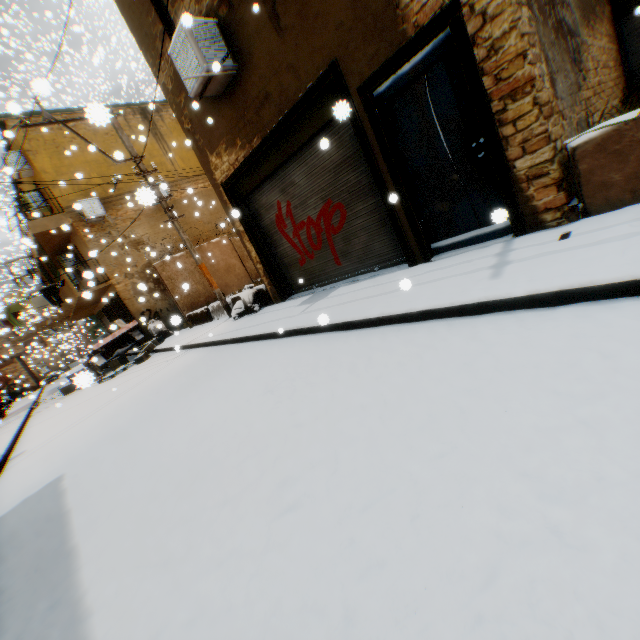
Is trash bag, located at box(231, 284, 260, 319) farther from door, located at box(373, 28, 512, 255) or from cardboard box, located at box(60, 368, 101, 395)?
door, located at box(373, 28, 512, 255)

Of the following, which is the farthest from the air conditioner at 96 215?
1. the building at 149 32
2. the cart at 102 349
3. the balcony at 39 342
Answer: the balcony at 39 342

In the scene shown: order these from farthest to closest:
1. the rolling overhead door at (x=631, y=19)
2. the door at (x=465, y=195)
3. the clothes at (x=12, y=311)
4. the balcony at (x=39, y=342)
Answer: the balcony at (x=39, y=342) → the clothes at (x=12, y=311) → the rolling overhead door at (x=631, y=19) → the door at (x=465, y=195)

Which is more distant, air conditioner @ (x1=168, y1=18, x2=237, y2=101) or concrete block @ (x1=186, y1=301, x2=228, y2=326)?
concrete block @ (x1=186, y1=301, x2=228, y2=326)

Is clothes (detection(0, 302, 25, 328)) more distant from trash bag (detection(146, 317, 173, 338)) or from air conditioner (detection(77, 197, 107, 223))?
trash bag (detection(146, 317, 173, 338))

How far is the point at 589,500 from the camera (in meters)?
1.30

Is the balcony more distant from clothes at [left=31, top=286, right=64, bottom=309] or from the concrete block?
the concrete block

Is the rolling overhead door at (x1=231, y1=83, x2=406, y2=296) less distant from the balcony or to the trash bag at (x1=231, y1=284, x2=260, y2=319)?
the trash bag at (x1=231, y1=284, x2=260, y2=319)
